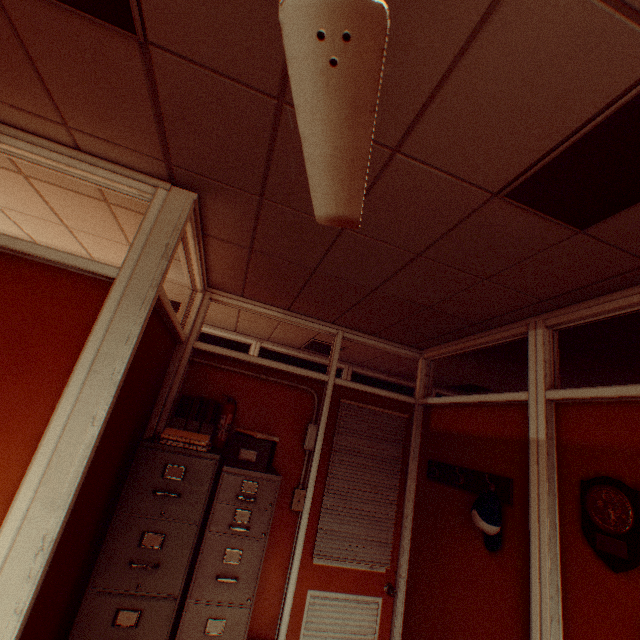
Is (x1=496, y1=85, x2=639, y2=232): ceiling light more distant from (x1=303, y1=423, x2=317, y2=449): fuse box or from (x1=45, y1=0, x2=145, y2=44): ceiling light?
(x1=303, y1=423, x2=317, y2=449): fuse box

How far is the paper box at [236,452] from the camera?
2.8 meters

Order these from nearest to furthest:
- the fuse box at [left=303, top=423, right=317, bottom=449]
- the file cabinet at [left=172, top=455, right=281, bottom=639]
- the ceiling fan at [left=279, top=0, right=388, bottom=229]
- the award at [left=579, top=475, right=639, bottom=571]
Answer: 1. the ceiling fan at [left=279, top=0, right=388, bottom=229]
2. the award at [left=579, top=475, right=639, bottom=571]
3. the file cabinet at [left=172, top=455, right=281, bottom=639]
4. the fuse box at [left=303, top=423, right=317, bottom=449]

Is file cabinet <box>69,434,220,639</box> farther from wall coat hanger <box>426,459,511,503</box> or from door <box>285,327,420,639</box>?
wall coat hanger <box>426,459,511,503</box>

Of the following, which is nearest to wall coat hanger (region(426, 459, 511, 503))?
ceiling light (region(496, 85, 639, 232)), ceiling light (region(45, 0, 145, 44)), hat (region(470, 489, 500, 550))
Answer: hat (region(470, 489, 500, 550))

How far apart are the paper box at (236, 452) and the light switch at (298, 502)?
0.6 meters

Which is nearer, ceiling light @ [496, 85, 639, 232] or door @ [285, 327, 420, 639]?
ceiling light @ [496, 85, 639, 232]

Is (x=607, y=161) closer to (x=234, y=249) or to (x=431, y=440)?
(x=234, y=249)
